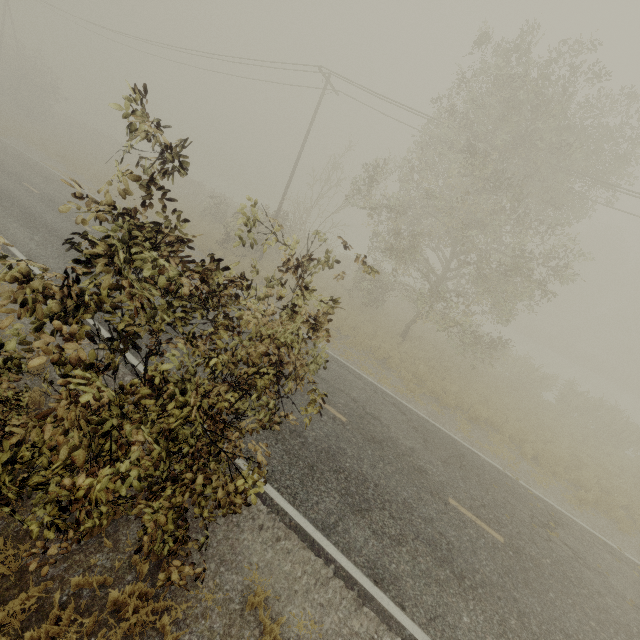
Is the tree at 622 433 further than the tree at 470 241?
Yes

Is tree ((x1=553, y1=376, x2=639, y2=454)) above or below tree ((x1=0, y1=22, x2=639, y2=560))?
below

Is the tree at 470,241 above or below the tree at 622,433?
above

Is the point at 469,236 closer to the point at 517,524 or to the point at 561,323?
the point at 517,524

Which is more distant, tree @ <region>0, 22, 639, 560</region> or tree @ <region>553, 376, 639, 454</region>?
tree @ <region>553, 376, 639, 454</region>
